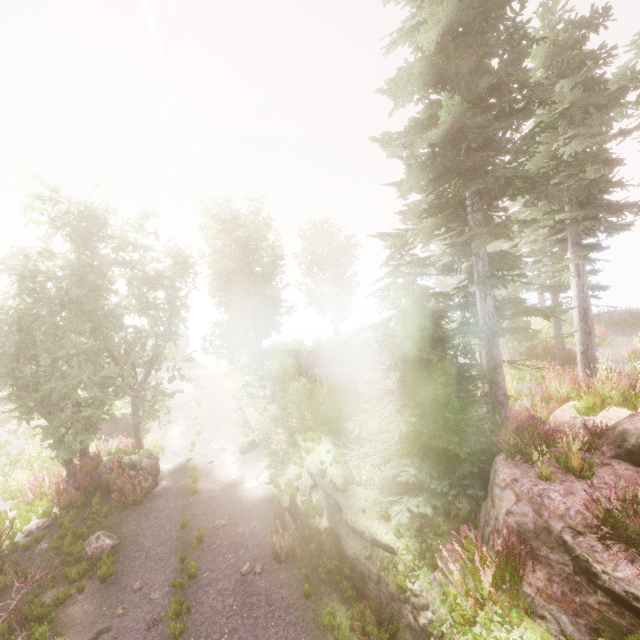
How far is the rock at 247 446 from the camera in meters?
15.1

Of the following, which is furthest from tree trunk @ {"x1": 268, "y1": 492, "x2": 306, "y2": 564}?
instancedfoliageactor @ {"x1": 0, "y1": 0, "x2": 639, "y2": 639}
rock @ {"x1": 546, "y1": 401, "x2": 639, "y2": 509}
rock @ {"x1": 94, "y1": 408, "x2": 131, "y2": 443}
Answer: rock @ {"x1": 94, "y1": 408, "x2": 131, "y2": 443}

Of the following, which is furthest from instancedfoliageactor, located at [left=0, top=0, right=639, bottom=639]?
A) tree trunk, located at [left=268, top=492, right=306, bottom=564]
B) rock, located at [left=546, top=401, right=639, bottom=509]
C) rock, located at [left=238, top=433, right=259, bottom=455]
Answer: rock, located at [left=238, top=433, right=259, bottom=455]

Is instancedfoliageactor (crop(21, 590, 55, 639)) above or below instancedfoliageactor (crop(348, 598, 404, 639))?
below

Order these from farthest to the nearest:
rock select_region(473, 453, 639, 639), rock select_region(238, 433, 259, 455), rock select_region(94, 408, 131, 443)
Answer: rock select_region(94, 408, 131, 443) → rock select_region(238, 433, 259, 455) → rock select_region(473, 453, 639, 639)

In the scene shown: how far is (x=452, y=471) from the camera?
6.9m

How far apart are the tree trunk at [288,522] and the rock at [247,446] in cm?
551

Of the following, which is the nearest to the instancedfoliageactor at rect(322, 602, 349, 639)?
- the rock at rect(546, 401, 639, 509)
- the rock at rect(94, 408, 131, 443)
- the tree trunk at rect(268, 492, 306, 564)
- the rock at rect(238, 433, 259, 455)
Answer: the rock at rect(546, 401, 639, 509)
